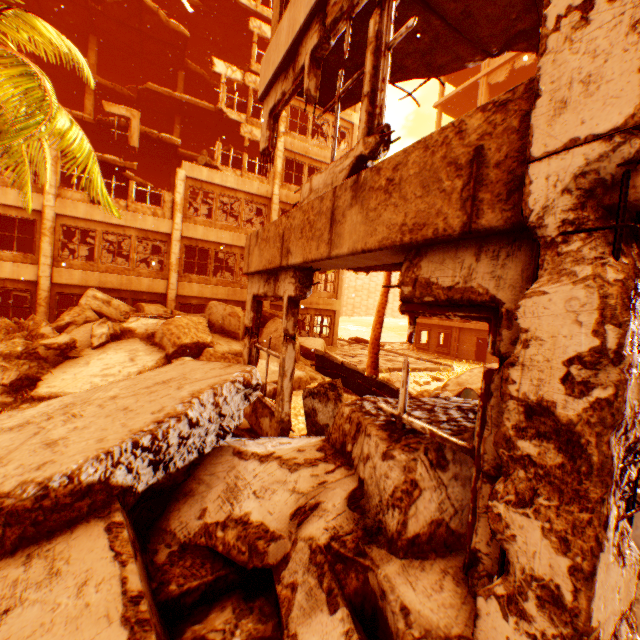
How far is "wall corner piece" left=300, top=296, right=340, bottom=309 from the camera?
19.9 meters

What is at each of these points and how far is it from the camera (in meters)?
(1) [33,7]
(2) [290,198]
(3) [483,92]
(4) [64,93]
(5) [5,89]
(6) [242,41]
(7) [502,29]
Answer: (1) floor rubble, 17.94
(2) wall corner piece, 18.88
(3) concrete pillar, 27.59
(4) floor rubble, 20.77
(5) rubble, 4.47
(6) floor rubble, 22.70
(7) floor rubble, 4.11

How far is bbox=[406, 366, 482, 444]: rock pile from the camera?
2.21m

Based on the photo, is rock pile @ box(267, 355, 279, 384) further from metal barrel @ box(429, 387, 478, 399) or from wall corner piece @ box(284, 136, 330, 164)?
wall corner piece @ box(284, 136, 330, 164)

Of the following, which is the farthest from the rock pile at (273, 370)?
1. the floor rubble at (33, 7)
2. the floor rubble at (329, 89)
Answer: the floor rubble at (33, 7)

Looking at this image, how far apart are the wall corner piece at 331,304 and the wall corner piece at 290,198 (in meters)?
5.22

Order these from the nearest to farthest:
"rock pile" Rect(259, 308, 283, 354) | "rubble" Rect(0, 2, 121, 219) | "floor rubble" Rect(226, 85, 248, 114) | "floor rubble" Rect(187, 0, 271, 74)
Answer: "rubble" Rect(0, 2, 121, 219) → "rock pile" Rect(259, 308, 283, 354) → "floor rubble" Rect(226, 85, 248, 114) → "floor rubble" Rect(187, 0, 271, 74)

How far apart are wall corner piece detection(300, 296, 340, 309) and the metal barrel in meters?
13.4
